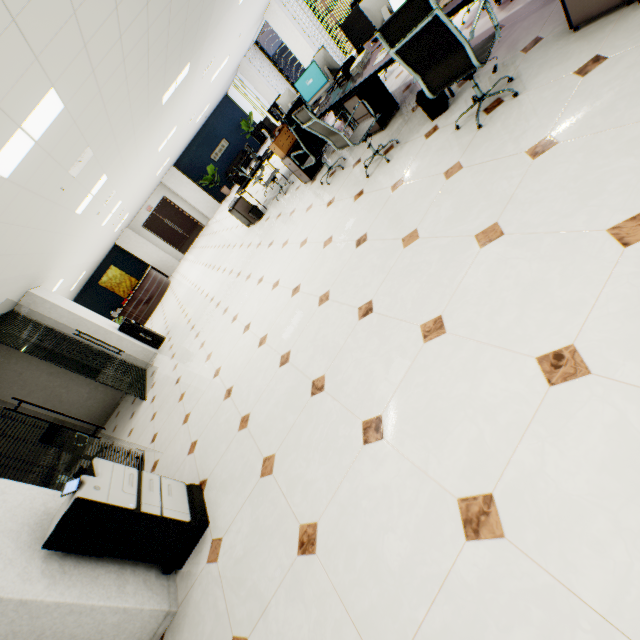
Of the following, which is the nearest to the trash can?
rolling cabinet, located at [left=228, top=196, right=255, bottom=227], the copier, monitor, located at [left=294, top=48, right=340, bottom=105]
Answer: monitor, located at [left=294, top=48, right=340, bottom=105]

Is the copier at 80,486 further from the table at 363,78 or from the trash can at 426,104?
the trash can at 426,104

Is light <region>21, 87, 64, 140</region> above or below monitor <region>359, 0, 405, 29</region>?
above

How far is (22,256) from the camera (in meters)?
5.31

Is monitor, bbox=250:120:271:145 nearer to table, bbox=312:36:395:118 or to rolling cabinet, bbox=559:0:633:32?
table, bbox=312:36:395:118

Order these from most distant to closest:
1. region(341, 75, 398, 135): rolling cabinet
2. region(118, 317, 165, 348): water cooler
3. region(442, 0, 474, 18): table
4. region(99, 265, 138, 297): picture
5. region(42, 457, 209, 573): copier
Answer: region(99, 265, 138, 297): picture
region(118, 317, 165, 348): water cooler
region(341, 75, 398, 135): rolling cabinet
region(442, 0, 474, 18): table
region(42, 457, 209, 573): copier

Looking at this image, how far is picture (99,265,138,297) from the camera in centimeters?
1675cm

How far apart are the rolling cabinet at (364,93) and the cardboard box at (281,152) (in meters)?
1.39
